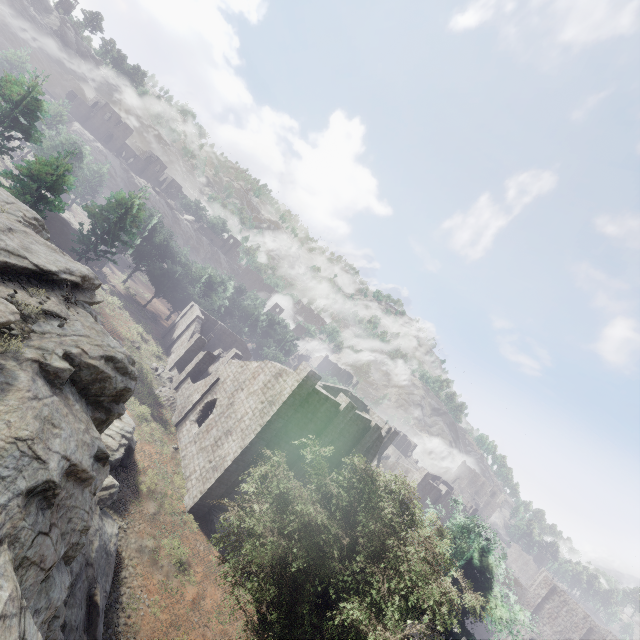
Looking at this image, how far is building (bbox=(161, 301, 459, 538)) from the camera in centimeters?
2231cm

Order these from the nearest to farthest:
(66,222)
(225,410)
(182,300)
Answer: (225,410), (66,222), (182,300)

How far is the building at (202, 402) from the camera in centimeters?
2231cm

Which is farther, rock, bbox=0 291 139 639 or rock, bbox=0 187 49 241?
rock, bbox=0 187 49 241

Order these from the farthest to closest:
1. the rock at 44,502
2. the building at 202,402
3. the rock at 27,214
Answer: the building at 202,402
the rock at 27,214
the rock at 44,502

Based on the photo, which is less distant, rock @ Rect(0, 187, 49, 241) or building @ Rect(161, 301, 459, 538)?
rock @ Rect(0, 187, 49, 241)

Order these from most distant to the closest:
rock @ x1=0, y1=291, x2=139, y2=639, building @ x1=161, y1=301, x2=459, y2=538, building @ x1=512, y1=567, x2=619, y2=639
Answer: building @ x1=512, y1=567, x2=619, y2=639, building @ x1=161, y1=301, x2=459, y2=538, rock @ x1=0, y1=291, x2=139, y2=639

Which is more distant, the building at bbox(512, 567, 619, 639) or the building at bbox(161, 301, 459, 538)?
the building at bbox(512, 567, 619, 639)
